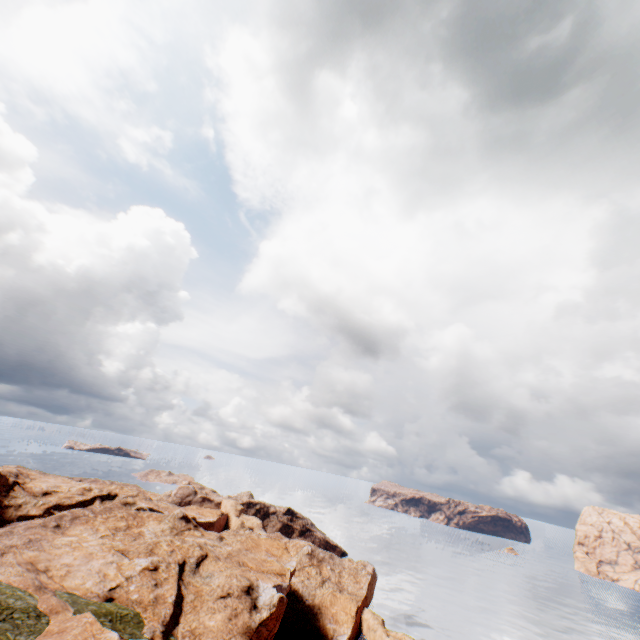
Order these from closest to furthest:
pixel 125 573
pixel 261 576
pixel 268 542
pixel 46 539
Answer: pixel 125 573 < pixel 46 539 < pixel 261 576 < pixel 268 542
